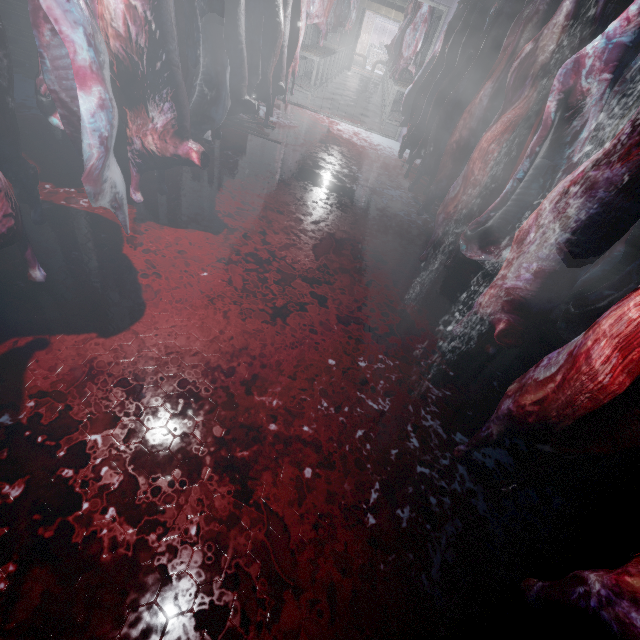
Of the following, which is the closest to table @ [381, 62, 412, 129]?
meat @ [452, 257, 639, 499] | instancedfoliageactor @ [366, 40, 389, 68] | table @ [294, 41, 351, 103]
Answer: table @ [294, 41, 351, 103]

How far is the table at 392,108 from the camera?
6.53m

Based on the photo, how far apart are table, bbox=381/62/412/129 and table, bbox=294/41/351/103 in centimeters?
158cm

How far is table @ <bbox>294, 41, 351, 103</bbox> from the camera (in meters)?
6.43

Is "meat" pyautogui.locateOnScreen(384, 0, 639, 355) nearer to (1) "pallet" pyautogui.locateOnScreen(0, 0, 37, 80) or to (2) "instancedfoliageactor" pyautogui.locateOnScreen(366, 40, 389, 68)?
(1) "pallet" pyautogui.locateOnScreen(0, 0, 37, 80)

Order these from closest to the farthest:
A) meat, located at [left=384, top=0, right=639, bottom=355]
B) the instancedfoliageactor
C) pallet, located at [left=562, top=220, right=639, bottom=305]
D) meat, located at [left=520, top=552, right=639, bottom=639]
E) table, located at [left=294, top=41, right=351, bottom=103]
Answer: meat, located at [left=520, top=552, right=639, bottom=639] < meat, located at [left=384, top=0, right=639, bottom=355] < pallet, located at [left=562, top=220, right=639, bottom=305] < table, located at [left=294, top=41, right=351, bottom=103] < the instancedfoliageactor

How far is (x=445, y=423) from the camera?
1.8 meters

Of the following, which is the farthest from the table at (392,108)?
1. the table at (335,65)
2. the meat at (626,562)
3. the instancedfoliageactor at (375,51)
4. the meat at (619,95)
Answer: the meat at (626,562)
